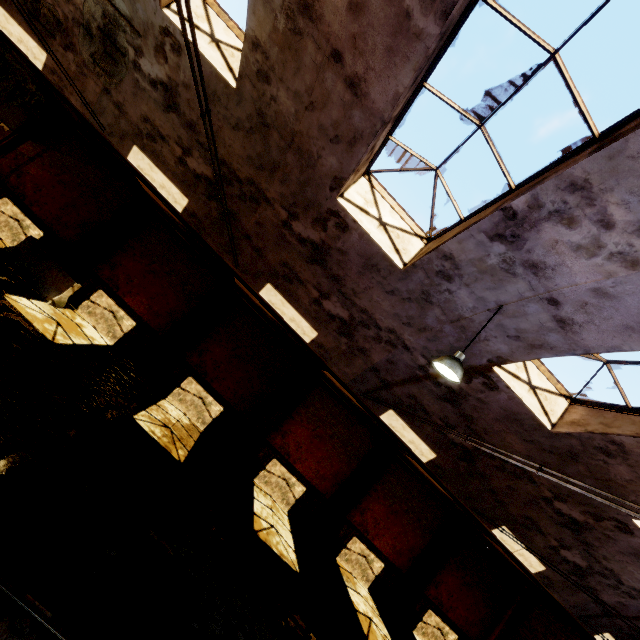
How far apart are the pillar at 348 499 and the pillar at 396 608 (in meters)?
4.22

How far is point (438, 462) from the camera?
9.4 meters

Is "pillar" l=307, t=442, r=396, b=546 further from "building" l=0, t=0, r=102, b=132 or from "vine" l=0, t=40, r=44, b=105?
"vine" l=0, t=40, r=44, b=105

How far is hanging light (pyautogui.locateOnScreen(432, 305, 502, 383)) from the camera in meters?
5.3 m

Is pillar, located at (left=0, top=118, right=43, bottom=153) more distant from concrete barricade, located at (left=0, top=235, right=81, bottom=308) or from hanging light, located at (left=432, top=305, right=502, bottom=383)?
hanging light, located at (left=432, top=305, right=502, bottom=383)

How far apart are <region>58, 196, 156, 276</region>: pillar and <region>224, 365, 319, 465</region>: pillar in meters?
9.2

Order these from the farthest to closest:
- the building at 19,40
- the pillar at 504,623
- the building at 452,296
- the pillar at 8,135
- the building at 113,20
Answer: the pillar at 504,623 < the pillar at 8,135 < the building at 19,40 < the building at 113,20 < the building at 452,296

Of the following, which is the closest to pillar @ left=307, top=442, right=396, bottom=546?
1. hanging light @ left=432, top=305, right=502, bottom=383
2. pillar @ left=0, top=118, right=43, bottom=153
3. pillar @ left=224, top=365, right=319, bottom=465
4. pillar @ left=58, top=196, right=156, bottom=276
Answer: pillar @ left=224, top=365, right=319, bottom=465
